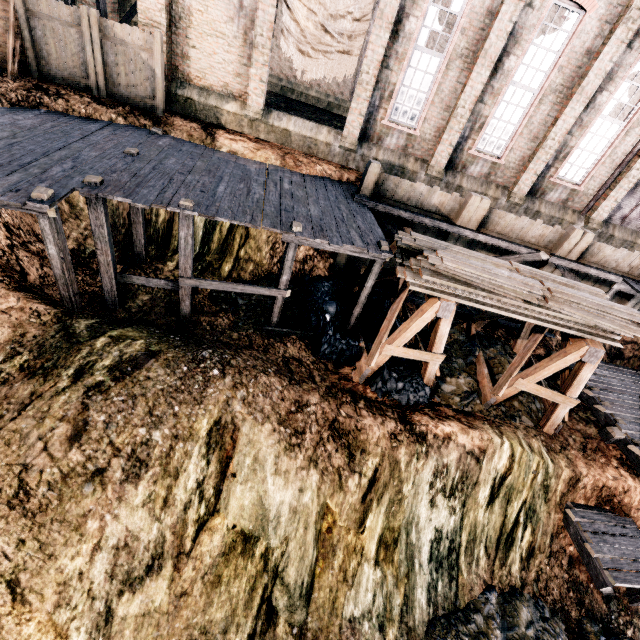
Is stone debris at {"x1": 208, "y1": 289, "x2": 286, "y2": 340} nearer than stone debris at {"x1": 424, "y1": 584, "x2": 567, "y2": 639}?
No

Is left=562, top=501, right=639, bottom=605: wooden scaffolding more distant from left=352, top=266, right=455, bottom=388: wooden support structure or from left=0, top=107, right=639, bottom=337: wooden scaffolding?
left=352, top=266, right=455, bottom=388: wooden support structure

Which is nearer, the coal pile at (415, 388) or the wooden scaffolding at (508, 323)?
the coal pile at (415, 388)

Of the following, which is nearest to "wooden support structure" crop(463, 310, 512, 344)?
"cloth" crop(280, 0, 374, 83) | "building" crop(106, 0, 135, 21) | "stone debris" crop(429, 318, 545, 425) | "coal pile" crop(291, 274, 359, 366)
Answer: "stone debris" crop(429, 318, 545, 425)

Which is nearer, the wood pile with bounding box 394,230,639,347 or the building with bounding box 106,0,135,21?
the wood pile with bounding box 394,230,639,347

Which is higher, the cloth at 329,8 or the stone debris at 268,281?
the cloth at 329,8

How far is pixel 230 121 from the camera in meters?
15.1 m

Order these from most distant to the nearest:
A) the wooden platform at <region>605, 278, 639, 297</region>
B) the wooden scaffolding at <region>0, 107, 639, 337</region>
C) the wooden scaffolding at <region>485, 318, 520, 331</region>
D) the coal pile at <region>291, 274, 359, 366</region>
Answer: the wooden scaffolding at <region>485, 318, 520, 331</region>, the wooden platform at <region>605, 278, 639, 297</region>, the coal pile at <region>291, 274, 359, 366</region>, the wooden scaffolding at <region>0, 107, 639, 337</region>
